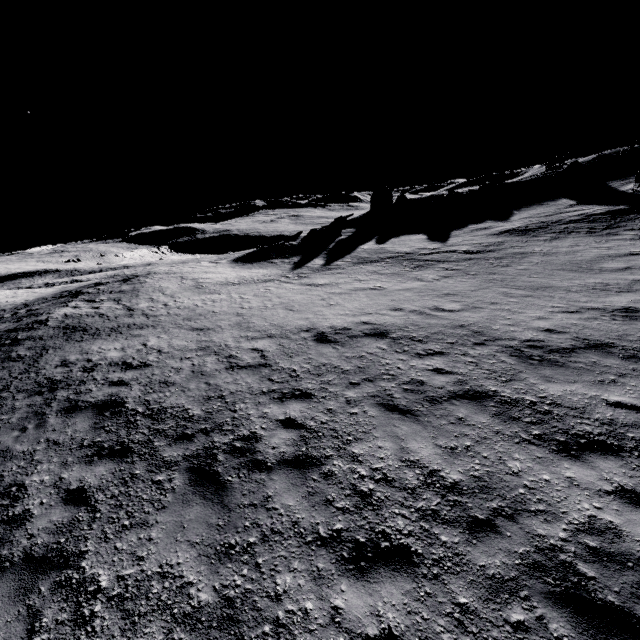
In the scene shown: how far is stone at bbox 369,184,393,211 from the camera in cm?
4534

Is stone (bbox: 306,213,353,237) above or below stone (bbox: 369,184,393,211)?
below

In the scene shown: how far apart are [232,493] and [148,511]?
1.4m

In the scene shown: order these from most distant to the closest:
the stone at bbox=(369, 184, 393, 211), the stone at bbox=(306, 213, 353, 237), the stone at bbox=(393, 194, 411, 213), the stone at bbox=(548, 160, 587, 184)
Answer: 1. the stone at bbox=(369, 184, 393, 211)
2. the stone at bbox=(393, 194, 411, 213)
3. the stone at bbox=(548, 160, 587, 184)
4. the stone at bbox=(306, 213, 353, 237)

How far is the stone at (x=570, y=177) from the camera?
35.47m

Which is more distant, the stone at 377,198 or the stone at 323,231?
the stone at 377,198

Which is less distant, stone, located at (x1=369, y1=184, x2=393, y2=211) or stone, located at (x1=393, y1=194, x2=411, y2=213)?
stone, located at (x1=393, y1=194, x2=411, y2=213)

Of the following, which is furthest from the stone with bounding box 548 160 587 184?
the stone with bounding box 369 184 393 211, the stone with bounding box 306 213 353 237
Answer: the stone with bounding box 306 213 353 237
